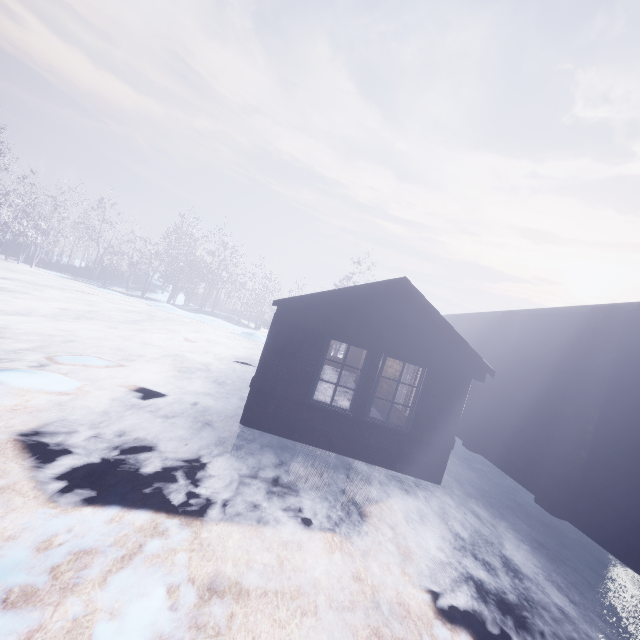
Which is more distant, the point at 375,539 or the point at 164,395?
the point at 164,395
